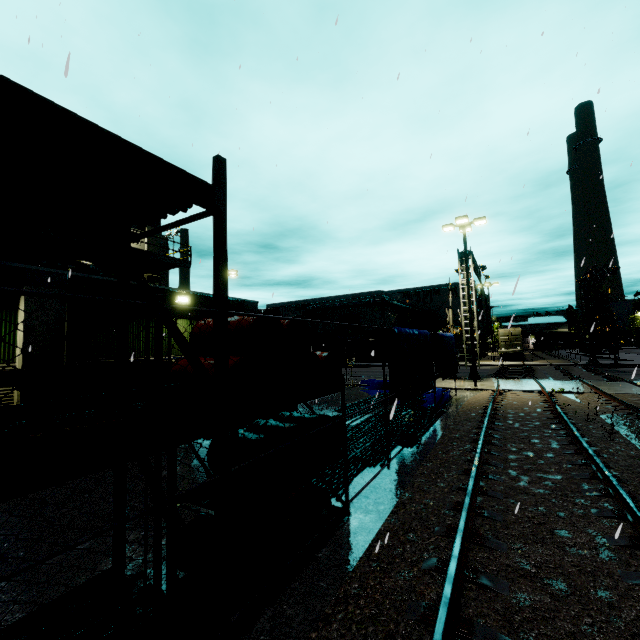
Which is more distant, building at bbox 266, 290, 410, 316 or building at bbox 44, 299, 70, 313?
building at bbox 266, 290, 410, 316

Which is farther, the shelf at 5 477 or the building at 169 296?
the building at 169 296

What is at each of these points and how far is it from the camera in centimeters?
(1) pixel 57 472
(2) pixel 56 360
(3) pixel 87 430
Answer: (1) shelf, 199cm
(2) building, 870cm
(3) shelf, 234cm

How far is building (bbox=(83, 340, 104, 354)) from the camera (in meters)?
9.53

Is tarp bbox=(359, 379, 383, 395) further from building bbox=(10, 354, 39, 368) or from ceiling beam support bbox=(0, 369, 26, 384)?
ceiling beam support bbox=(0, 369, 26, 384)

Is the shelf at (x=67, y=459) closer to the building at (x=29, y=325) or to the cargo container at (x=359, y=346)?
the building at (x=29, y=325)

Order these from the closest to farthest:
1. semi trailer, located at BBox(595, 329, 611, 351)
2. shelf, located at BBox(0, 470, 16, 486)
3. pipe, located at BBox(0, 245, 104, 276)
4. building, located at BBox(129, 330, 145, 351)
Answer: shelf, located at BBox(0, 470, 16, 486) → building, located at BBox(129, 330, 145, 351) → pipe, located at BBox(0, 245, 104, 276) → semi trailer, located at BBox(595, 329, 611, 351)

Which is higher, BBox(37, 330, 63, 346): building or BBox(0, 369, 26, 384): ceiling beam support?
BBox(37, 330, 63, 346): building
